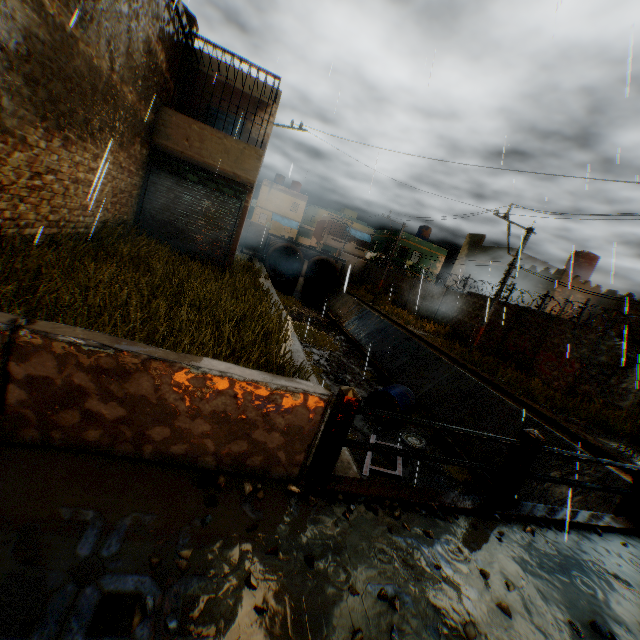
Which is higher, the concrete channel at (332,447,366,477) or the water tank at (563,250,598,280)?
the water tank at (563,250,598,280)

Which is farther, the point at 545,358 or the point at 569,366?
the point at 545,358

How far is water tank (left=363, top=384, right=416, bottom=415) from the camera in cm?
1223

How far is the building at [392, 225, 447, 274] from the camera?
37.5m

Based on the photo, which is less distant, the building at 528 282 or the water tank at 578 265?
the building at 528 282

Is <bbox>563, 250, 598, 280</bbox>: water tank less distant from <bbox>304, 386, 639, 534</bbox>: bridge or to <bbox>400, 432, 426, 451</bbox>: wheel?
<bbox>304, 386, 639, 534</bbox>: bridge

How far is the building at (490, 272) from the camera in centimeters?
2438cm
